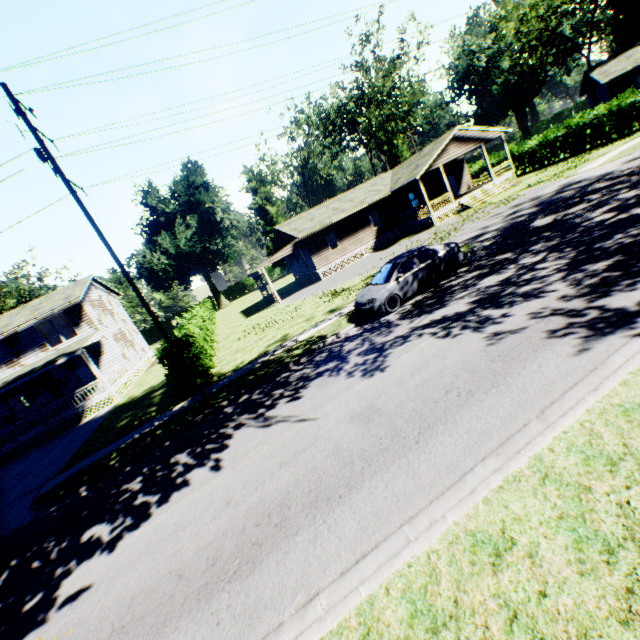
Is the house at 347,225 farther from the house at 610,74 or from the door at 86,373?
the door at 86,373

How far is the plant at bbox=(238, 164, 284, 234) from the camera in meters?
57.0 m

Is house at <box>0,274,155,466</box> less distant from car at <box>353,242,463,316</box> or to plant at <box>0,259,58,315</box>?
plant at <box>0,259,58,315</box>

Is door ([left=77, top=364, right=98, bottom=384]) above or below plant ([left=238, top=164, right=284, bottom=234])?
below

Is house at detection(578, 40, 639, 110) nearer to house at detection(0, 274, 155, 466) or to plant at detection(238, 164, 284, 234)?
plant at detection(238, 164, 284, 234)

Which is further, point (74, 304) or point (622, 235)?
point (74, 304)

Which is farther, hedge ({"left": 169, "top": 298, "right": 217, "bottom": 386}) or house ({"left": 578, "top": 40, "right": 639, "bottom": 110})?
house ({"left": 578, "top": 40, "right": 639, "bottom": 110})

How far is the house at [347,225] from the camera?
28.2m
